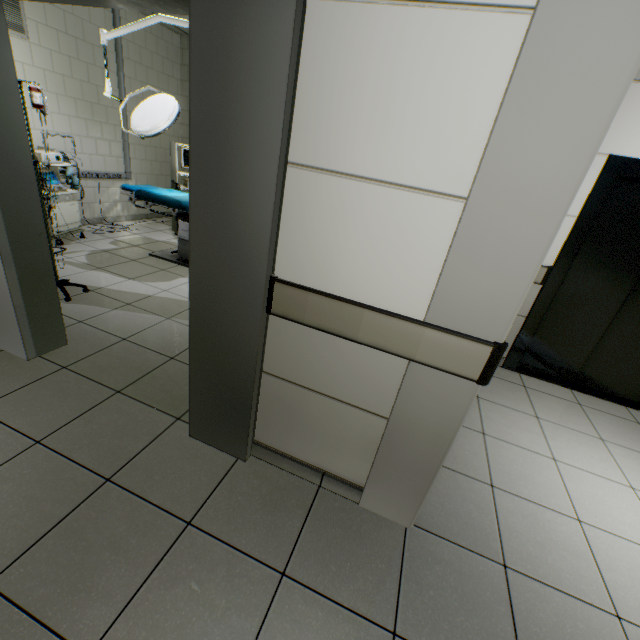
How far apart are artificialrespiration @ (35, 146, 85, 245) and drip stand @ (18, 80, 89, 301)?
1.02m

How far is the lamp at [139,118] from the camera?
3.4 meters

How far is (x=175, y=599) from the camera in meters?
1.3

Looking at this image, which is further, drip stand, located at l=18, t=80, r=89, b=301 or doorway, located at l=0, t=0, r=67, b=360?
drip stand, located at l=18, t=80, r=89, b=301

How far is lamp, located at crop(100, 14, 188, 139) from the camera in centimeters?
338cm

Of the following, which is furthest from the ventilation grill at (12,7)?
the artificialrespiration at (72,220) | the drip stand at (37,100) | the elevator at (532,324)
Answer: the elevator at (532,324)

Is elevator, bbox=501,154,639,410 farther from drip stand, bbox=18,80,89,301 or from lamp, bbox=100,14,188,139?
drip stand, bbox=18,80,89,301

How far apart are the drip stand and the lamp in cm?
97
